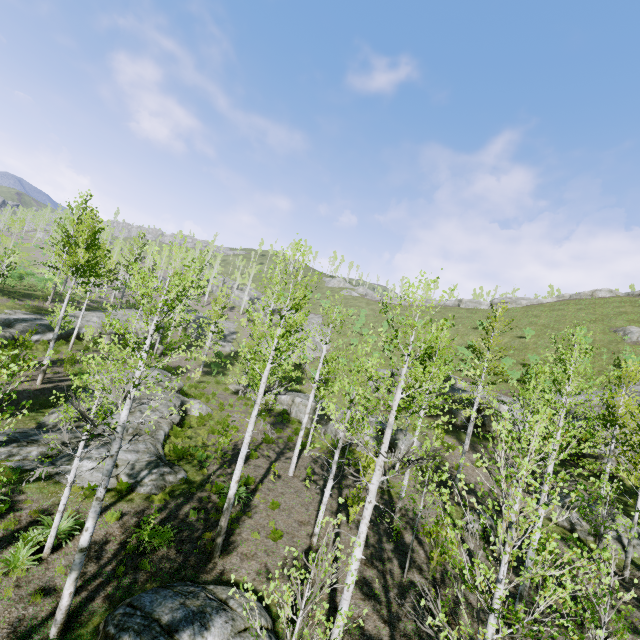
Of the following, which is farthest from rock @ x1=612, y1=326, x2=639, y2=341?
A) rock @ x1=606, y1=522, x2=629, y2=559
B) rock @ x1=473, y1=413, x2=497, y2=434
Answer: rock @ x1=606, y1=522, x2=629, y2=559

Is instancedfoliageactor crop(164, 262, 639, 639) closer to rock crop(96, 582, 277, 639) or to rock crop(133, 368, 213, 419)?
rock crop(96, 582, 277, 639)

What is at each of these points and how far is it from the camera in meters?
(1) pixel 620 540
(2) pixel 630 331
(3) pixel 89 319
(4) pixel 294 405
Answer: (1) rock, 14.2
(2) rock, 35.2
(3) rock, 32.8
(4) rock, 28.5

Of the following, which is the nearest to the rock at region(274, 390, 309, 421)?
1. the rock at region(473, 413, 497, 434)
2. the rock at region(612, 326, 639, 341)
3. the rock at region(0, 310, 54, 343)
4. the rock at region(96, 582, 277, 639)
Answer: the rock at region(473, 413, 497, 434)

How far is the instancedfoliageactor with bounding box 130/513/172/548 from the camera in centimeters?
1005cm

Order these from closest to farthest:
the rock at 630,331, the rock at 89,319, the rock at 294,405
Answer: the rock at 294,405 < the rock at 89,319 < the rock at 630,331

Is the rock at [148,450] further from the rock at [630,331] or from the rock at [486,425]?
the rock at [630,331]

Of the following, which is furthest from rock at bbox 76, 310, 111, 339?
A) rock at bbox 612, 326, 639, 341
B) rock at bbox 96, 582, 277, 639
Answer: rock at bbox 612, 326, 639, 341
